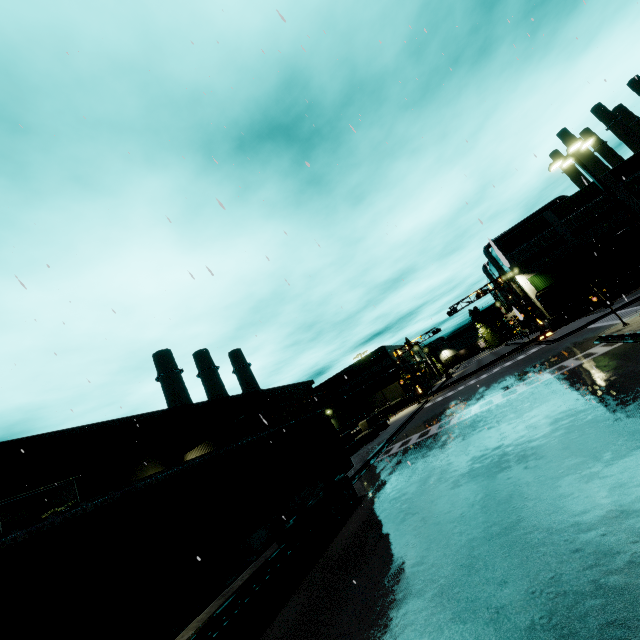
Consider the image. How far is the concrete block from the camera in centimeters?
2780cm

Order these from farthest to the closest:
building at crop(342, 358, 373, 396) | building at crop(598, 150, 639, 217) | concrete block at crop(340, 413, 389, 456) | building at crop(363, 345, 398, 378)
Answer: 1. building at crop(342, 358, 373, 396)
2. building at crop(363, 345, 398, 378)
3. building at crop(598, 150, 639, 217)
4. concrete block at crop(340, 413, 389, 456)

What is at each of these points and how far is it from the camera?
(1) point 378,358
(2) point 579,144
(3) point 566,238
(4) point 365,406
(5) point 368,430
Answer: (1) building, 57.62m
(2) light, 18.33m
(3) building, 46.34m
(4) cargo container, 53.19m
(5) concrete block, 32.75m

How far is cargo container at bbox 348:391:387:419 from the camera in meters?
52.1

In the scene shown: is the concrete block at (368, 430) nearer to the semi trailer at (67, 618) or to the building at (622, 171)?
the building at (622, 171)

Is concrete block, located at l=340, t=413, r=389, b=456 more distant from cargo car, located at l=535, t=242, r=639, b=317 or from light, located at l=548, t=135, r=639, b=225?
light, located at l=548, t=135, r=639, b=225

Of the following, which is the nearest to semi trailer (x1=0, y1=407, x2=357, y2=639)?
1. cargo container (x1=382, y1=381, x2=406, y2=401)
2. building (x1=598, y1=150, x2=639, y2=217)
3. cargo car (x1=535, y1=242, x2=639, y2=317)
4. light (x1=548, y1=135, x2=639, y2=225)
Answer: building (x1=598, y1=150, x2=639, y2=217)

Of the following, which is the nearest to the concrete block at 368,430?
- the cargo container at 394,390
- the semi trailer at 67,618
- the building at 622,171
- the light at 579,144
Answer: the building at 622,171
